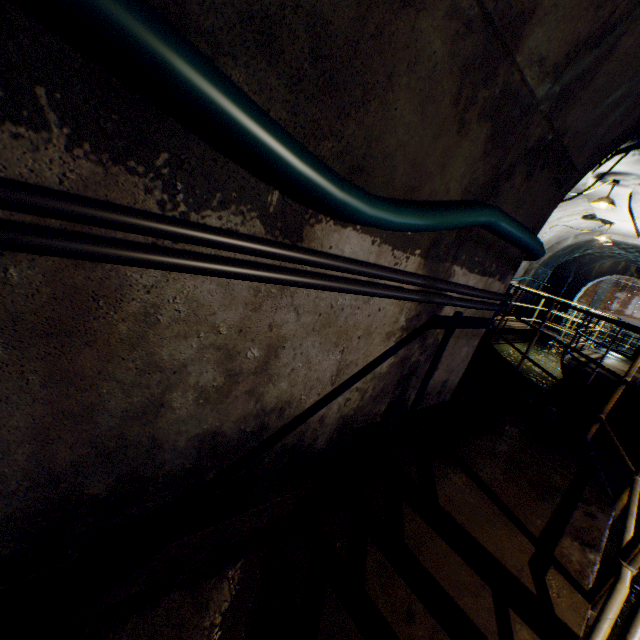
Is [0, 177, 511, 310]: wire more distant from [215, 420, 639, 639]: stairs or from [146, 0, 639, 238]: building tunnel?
[215, 420, 639, 639]: stairs

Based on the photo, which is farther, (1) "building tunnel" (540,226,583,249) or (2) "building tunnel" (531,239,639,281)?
(2) "building tunnel" (531,239,639,281)

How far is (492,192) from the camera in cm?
201

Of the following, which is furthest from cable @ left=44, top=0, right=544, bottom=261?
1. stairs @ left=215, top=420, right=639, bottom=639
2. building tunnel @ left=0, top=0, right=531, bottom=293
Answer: stairs @ left=215, top=420, right=639, bottom=639

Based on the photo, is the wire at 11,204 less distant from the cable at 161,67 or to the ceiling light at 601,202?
the cable at 161,67

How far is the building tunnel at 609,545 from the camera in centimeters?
334cm

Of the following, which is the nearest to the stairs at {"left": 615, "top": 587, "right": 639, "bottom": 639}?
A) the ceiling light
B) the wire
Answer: the wire
